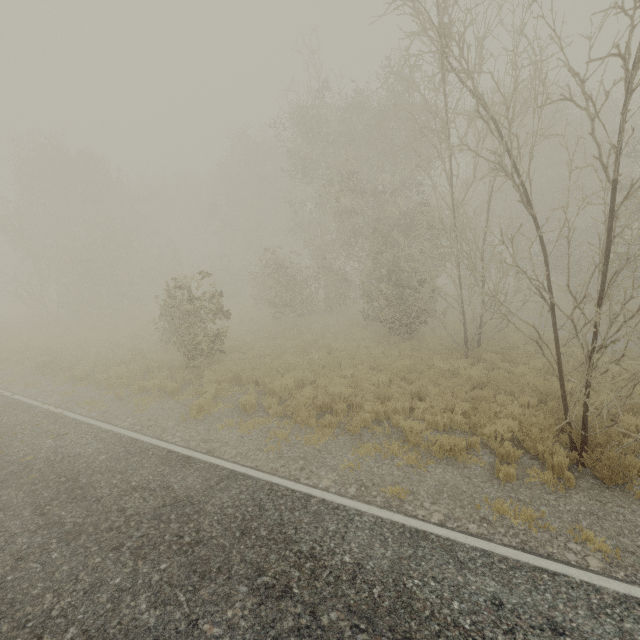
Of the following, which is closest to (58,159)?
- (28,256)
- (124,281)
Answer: (28,256)
